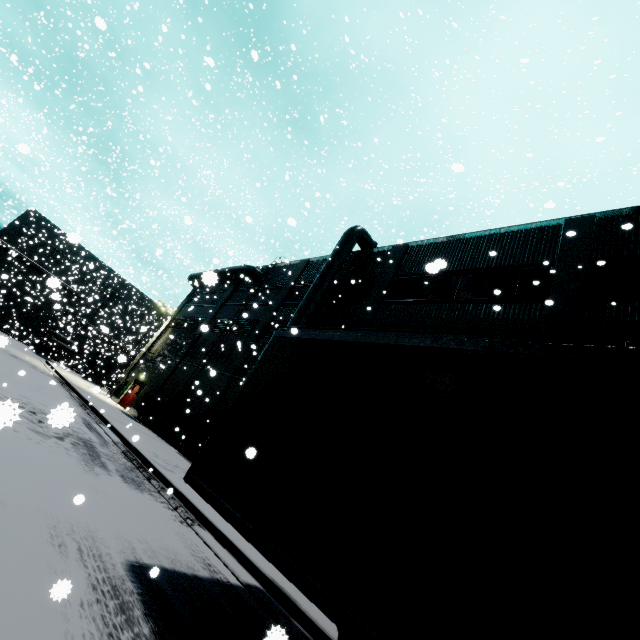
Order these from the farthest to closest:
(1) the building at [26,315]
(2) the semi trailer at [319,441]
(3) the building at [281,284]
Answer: (1) the building at [26,315] < (3) the building at [281,284] < (2) the semi trailer at [319,441]

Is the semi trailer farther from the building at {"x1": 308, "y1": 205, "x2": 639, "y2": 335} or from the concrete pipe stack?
the concrete pipe stack

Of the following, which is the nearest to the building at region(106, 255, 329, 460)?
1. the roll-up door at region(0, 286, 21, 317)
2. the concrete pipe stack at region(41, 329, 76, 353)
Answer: the roll-up door at region(0, 286, 21, 317)

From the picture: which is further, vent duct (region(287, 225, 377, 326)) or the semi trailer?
vent duct (region(287, 225, 377, 326))

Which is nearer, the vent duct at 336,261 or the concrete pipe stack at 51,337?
the vent duct at 336,261

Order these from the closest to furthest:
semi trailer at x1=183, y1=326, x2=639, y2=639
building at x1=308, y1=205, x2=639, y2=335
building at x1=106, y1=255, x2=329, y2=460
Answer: semi trailer at x1=183, y1=326, x2=639, y2=639 → building at x1=308, y1=205, x2=639, y2=335 → building at x1=106, y1=255, x2=329, y2=460

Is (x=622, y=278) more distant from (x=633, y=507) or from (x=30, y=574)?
(x=30, y=574)

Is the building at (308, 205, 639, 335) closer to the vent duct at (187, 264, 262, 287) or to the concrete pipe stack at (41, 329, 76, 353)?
the vent duct at (187, 264, 262, 287)
